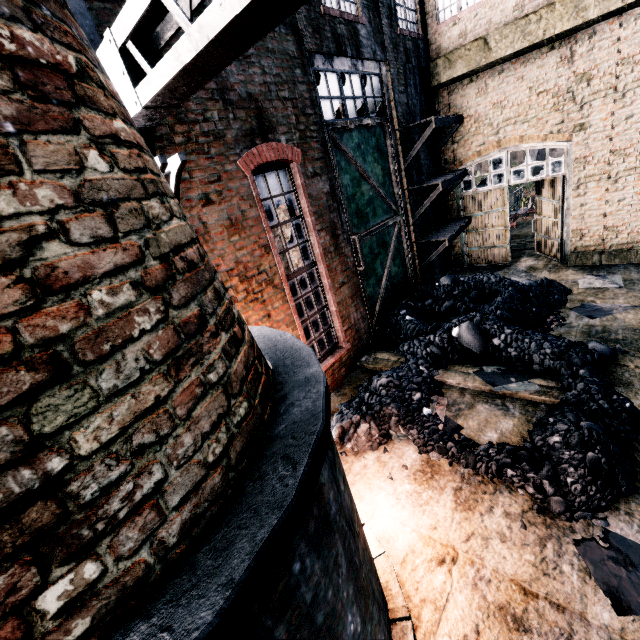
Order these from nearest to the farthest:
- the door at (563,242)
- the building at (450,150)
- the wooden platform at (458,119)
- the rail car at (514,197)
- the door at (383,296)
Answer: the building at (450,150) → the door at (383,296) → the wooden platform at (458,119) → the door at (563,242) → the rail car at (514,197)

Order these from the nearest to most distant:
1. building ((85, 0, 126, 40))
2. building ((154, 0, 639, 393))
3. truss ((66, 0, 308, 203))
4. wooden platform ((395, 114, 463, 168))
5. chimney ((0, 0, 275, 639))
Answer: chimney ((0, 0, 275, 639)) < truss ((66, 0, 308, 203)) < building ((85, 0, 126, 40)) < building ((154, 0, 639, 393)) < wooden platform ((395, 114, 463, 168))

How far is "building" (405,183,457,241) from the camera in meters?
13.1 m

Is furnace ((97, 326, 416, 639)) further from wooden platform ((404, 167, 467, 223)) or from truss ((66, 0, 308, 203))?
wooden platform ((404, 167, 467, 223))

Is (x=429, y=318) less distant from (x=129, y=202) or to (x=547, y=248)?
(x=547, y=248)

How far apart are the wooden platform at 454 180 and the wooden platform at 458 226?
0.6 meters

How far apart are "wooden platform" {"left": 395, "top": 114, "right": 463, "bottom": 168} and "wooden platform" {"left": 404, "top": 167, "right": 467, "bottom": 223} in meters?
0.6
